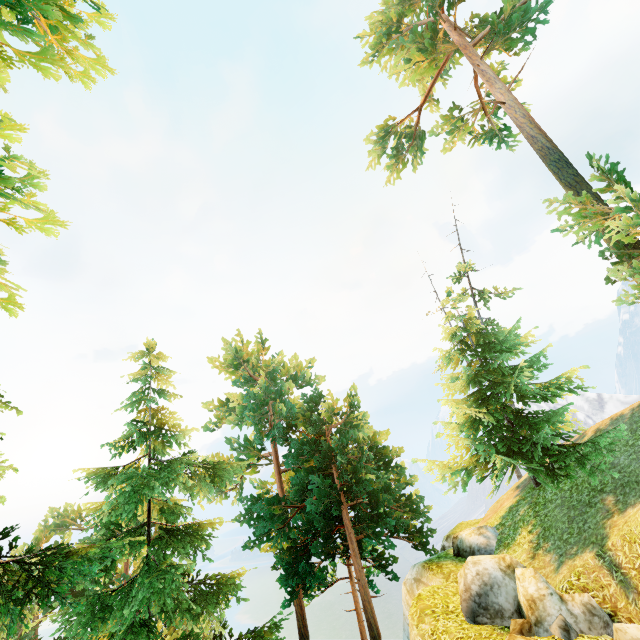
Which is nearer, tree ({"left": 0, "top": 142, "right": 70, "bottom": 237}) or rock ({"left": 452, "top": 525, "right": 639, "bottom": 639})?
tree ({"left": 0, "top": 142, "right": 70, "bottom": 237})

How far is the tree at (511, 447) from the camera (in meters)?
11.52

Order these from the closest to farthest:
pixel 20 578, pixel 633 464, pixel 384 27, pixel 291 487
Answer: pixel 20 578
pixel 633 464
pixel 384 27
pixel 291 487

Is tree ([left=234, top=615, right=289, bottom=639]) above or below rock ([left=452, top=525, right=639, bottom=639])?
below

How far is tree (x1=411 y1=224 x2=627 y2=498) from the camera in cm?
1152

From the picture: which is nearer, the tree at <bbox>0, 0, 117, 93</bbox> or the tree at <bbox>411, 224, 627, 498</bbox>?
the tree at <bbox>0, 0, 117, 93</bbox>

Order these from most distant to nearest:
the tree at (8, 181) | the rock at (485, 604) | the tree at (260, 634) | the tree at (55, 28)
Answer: the tree at (260, 634) → the rock at (485, 604) → the tree at (8, 181) → the tree at (55, 28)

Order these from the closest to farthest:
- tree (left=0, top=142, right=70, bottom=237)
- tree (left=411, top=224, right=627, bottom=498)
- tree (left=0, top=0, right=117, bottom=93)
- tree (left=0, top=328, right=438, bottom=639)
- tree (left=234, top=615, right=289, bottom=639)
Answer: tree (left=0, top=0, right=117, bottom=93)
tree (left=0, top=142, right=70, bottom=237)
tree (left=0, top=328, right=438, bottom=639)
tree (left=411, top=224, right=627, bottom=498)
tree (left=234, top=615, right=289, bottom=639)
